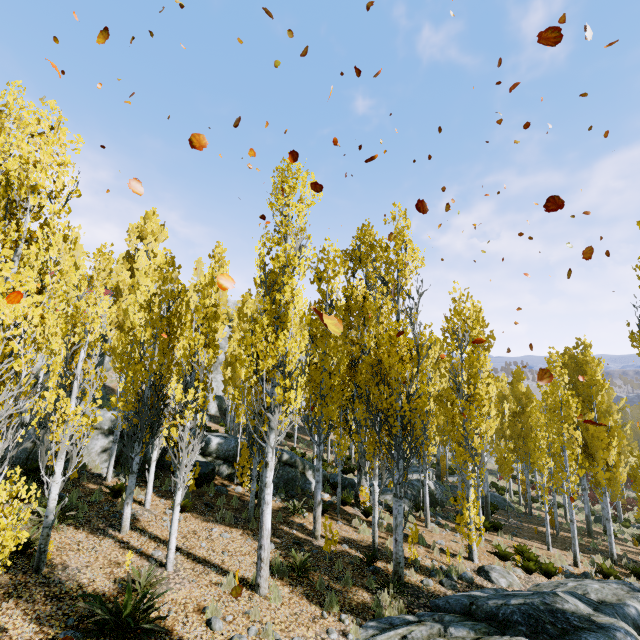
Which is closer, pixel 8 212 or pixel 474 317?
pixel 8 212

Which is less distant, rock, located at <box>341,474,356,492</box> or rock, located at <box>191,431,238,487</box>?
rock, located at <box>191,431,238,487</box>

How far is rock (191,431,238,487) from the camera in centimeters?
1374cm

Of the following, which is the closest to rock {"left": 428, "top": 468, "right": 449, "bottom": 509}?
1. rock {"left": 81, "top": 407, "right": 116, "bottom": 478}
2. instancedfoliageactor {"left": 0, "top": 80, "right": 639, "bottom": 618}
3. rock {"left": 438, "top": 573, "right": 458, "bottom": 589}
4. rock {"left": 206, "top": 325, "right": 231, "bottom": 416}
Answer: rock {"left": 81, "top": 407, "right": 116, "bottom": 478}

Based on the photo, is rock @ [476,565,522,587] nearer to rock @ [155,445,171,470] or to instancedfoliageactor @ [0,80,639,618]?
instancedfoliageactor @ [0,80,639,618]

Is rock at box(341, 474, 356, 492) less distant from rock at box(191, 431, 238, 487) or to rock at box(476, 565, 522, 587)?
rock at box(191, 431, 238, 487)

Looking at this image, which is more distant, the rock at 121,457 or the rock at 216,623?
the rock at 121,457

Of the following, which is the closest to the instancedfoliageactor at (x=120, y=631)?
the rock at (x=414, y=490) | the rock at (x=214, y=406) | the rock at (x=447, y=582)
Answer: the rock at (x=214, y=406)
